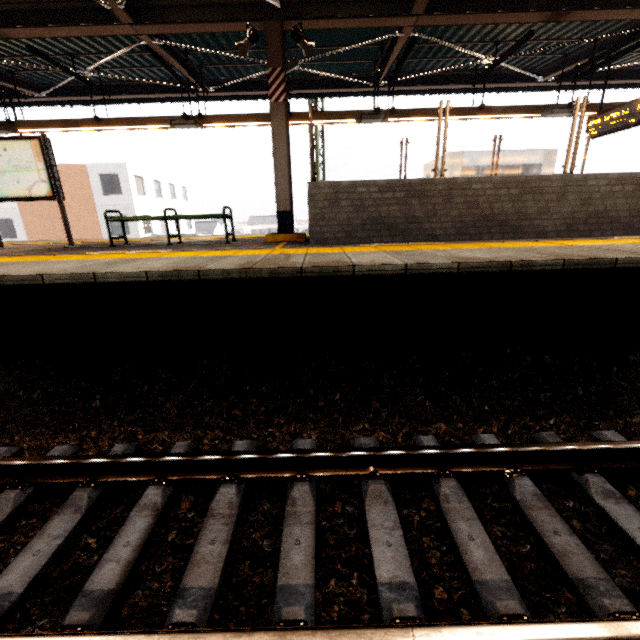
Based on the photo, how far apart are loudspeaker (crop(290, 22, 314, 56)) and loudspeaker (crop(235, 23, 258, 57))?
0.6 meters

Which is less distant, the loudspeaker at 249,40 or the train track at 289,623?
the train track at 289,623

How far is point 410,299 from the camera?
3.89m

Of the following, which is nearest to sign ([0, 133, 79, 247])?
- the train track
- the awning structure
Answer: the awning structure

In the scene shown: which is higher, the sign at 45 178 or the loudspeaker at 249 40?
the loudspeaker at 249 40

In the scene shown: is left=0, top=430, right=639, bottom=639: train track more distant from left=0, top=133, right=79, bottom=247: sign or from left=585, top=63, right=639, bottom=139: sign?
left=585, top=63, right=639, bottom=139: sign

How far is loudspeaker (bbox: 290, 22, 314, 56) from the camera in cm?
553

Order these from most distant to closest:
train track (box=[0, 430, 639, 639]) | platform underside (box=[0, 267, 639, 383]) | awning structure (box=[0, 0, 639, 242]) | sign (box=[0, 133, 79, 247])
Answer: sign (box=[0, 133, 79, 247])
awning structure (box=[0, 0, 639, 242])
platform underside (box=[0, 267, 639, 383])
train track (box=[0, 430, 639, 639])
